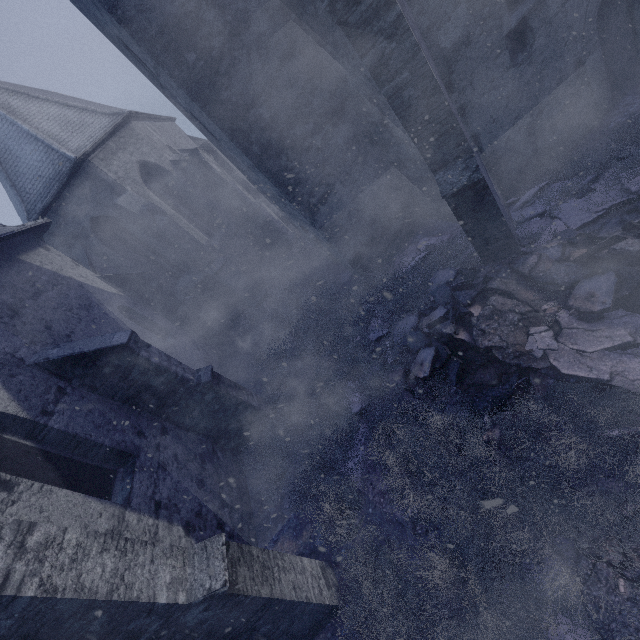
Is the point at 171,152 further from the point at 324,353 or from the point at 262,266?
the point at 324,353

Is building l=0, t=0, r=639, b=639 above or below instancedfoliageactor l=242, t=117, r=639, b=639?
above

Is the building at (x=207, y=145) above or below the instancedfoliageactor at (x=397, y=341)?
above
